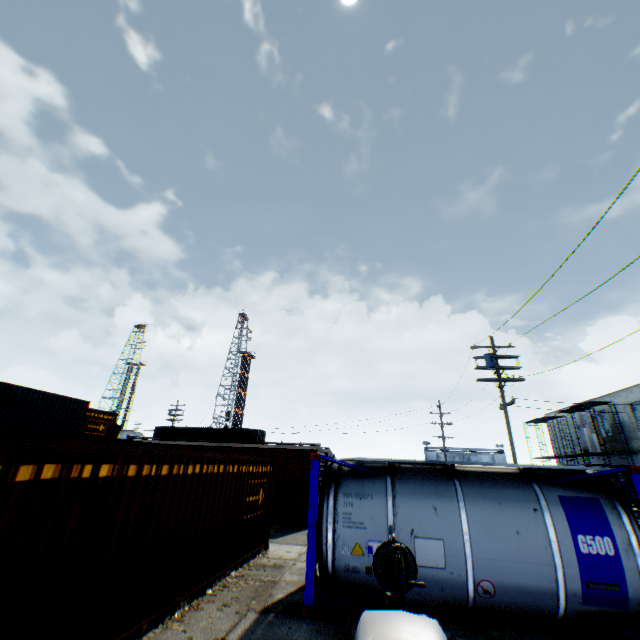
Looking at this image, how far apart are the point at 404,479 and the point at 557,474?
3.44m

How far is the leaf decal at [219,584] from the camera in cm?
750

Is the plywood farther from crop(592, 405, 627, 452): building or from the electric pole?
the electric pole

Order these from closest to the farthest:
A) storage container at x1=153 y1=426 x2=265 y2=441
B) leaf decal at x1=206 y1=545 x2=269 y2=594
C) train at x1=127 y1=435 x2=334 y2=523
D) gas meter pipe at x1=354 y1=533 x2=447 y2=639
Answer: gas meter pipe at x1=354 y1=533 x2=447 y2=639 → leaf decal at x1=206 y1=545 x2=269 y2=594 → train at x1=127 y1=435 x2=334 y2=523 → storage container at x1=153 y1=426 x2=265 y2=441

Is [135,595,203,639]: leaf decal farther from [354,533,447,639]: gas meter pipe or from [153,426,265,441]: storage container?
[153,426,265,441]: storage container

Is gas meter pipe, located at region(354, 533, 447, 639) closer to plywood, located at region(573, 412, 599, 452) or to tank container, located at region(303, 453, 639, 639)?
tank container, located at region(303, 453, 639, 639)

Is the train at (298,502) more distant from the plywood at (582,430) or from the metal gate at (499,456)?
the metal gate at (499,456)

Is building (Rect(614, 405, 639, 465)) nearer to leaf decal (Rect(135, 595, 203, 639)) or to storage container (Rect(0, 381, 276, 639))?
storage container (Rect(0, 381, 276, 639))
